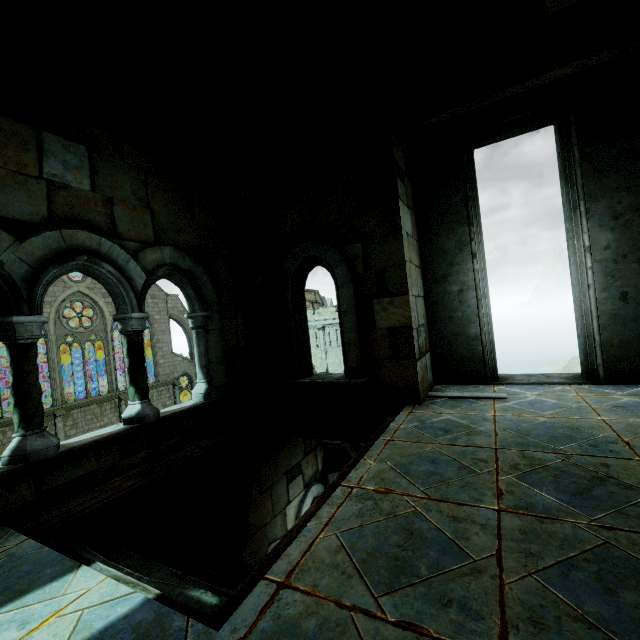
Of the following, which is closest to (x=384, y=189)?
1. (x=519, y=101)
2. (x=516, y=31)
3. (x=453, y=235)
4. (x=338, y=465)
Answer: (x=453, y=235)
